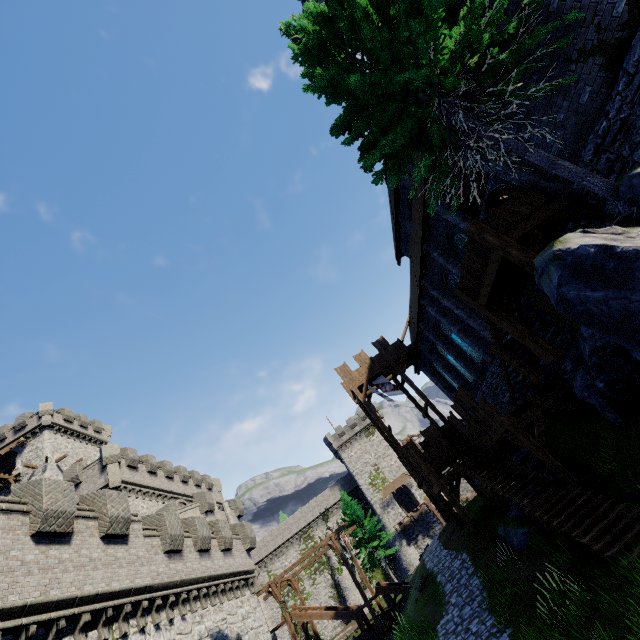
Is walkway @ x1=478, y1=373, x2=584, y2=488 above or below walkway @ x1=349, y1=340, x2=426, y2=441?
below

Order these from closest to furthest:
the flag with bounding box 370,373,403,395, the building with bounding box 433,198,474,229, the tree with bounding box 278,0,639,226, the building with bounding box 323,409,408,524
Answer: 1. the tree with bounding box 278,0,639,226
2. the building with bounding box 433,198,474,229
3. the flag with bounding box 370,373,403,395
4. the building with bounding box 323,409,408,524

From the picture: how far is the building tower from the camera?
27.8 meters

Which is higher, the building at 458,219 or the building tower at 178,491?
the building tower at 178,491

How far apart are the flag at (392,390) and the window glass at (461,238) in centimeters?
1259cm

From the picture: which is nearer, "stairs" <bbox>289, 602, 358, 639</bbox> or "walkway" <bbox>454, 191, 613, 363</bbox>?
"walkway" <bbox>454, 191, 613, 363</bbox>

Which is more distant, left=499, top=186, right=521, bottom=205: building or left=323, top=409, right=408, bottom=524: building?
left=323, top=409, right=408, bottom=524: building

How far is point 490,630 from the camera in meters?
10.2 m
